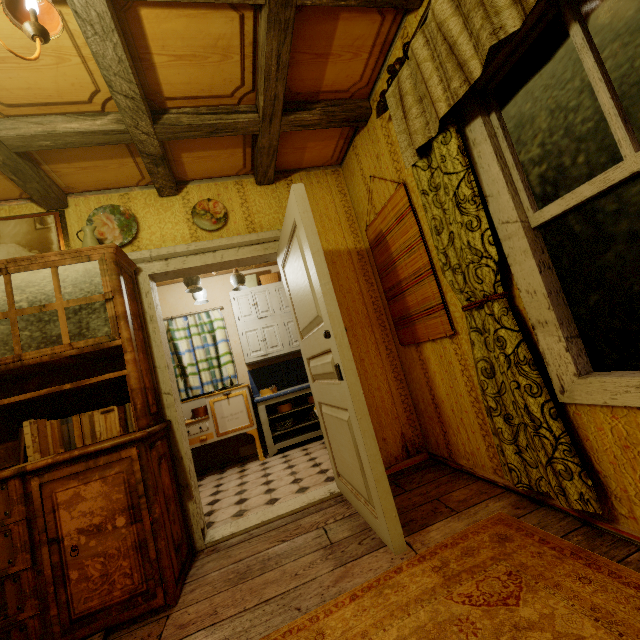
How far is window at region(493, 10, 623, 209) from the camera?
1.2m

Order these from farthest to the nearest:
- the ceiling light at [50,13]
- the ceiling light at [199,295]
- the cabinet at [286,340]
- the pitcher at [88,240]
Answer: the cabinet at [286,340], the ceiling light at [199,295], the pitcher at [88,240], the ceiling light at [50,13]

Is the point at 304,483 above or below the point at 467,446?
below

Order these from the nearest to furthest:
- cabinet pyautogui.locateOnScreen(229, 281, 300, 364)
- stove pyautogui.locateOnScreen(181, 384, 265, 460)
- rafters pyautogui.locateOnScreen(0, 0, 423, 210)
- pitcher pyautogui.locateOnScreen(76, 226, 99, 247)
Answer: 1. rafters pyautogui.locateOnScreen(0, 0, 423, 210)
2. pitcher pyautogui.locateOnScreen(76, 226, 99, 247)
3. stove pyautogui.locateOnScreen(181, 384, 265, 460)
4. cabinet pyautogui.locateOnScreen(229, 281, 300, 364)

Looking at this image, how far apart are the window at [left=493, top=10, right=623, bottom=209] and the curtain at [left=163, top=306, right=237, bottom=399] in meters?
4.4 m

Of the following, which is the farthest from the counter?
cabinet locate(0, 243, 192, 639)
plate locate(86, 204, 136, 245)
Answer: plate locate(86, 204, 136, 245)

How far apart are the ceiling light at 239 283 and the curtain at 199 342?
0.7m

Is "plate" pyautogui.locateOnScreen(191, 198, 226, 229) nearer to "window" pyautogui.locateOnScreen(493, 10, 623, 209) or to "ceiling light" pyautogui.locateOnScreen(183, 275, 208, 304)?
"ceiling light" pyautogui.locateOnScreen(183, 275, 208, 304)
